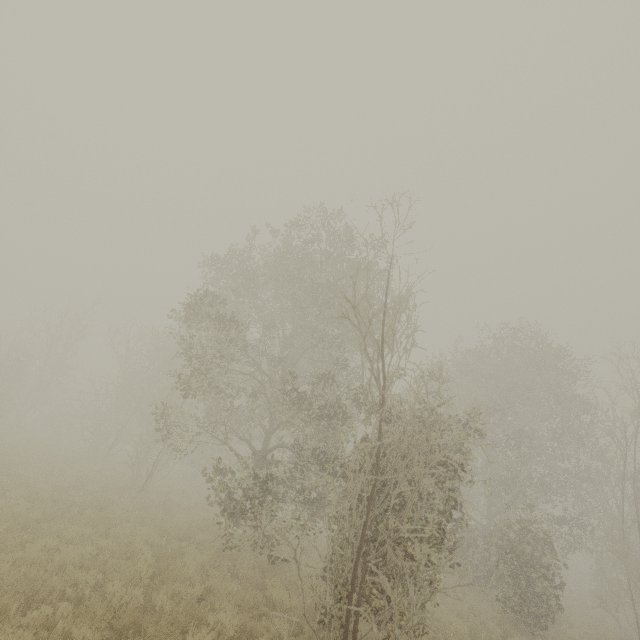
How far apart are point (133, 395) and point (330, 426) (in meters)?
16.97
